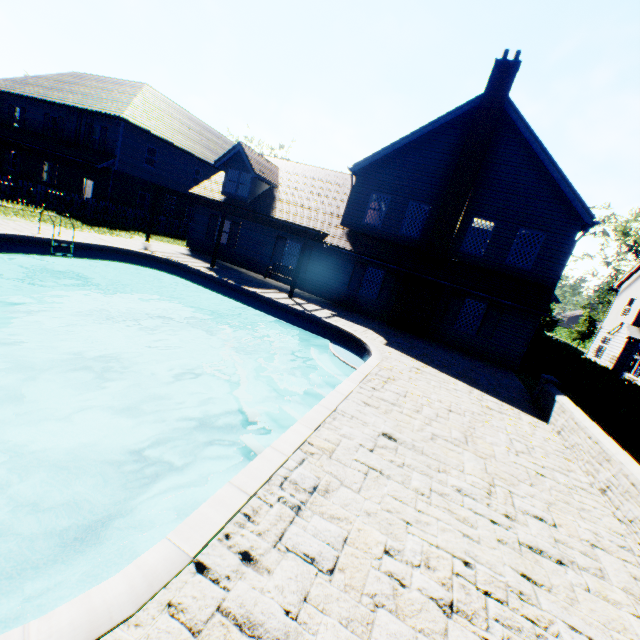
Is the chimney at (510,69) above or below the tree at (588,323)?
above

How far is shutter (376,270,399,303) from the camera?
16.3 meters

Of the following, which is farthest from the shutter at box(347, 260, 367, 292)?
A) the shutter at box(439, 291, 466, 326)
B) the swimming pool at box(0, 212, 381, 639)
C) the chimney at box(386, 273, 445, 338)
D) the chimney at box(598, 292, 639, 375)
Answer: the chimney at box(598, 292, 639, 375)

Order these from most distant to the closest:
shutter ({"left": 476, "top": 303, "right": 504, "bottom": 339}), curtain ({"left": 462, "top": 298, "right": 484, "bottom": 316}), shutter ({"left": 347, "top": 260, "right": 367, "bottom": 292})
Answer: shutter ({"left": 347, "top": 260, "right": 367, "bottom": 292}) < curtain ({"left": 462, "top": 298, "right": 484, "bottom": 316}) < shutter ({"left": 476, "top": 303, "right": 504, "bottom": 339})

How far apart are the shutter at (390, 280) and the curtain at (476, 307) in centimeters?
338cm

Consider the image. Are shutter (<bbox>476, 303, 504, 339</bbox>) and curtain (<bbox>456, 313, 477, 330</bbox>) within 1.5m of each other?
yes

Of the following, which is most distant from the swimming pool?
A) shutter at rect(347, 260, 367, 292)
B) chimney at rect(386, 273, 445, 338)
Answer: shutter at rect(347, 260, 367, 292)

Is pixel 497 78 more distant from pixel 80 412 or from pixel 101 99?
pixel 101 99
